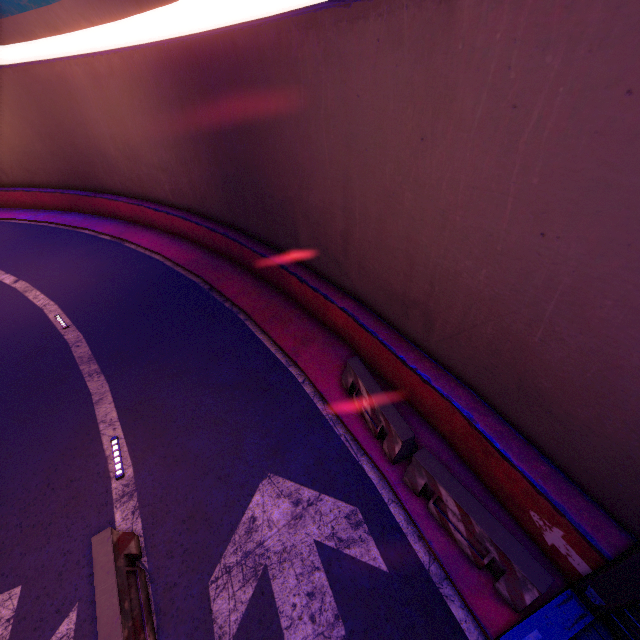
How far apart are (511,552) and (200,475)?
6.1m

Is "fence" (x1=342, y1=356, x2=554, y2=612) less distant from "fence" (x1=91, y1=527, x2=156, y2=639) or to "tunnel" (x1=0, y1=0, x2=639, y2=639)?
"tunnel" (x1=0, y1=0, x2=639, y2=639)

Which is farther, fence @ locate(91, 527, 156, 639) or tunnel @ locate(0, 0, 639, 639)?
fence @ locate(91, 527, 156, 639)

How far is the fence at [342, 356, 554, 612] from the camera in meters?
4.8

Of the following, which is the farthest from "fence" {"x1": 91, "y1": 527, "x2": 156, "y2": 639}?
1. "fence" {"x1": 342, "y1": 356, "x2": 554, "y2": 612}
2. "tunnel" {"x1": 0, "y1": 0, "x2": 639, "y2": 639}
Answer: "fence" {"x1": 342, "y1": 356, "x2": 554, "y2": 612}

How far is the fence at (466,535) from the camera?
4.80m

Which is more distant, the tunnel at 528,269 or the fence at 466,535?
the fence at 466,535
